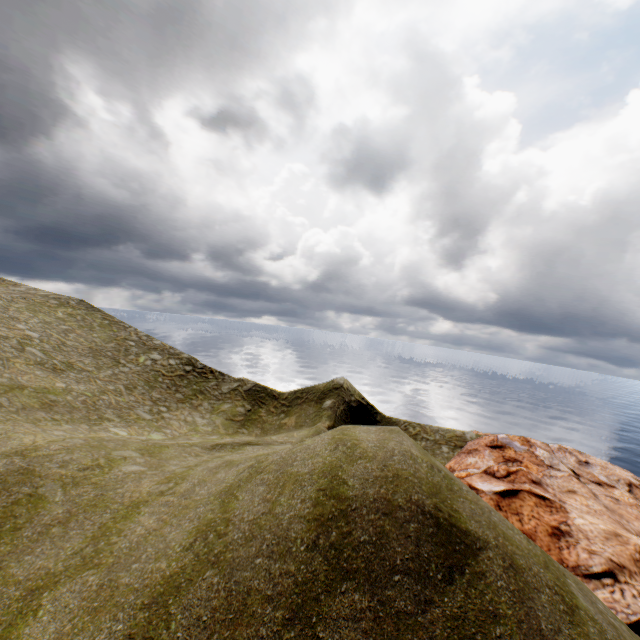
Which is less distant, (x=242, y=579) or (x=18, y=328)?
(x=242, y=579)
